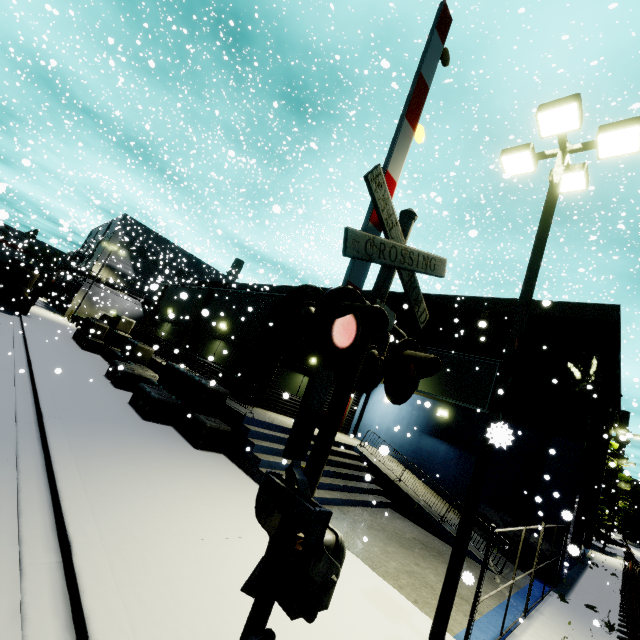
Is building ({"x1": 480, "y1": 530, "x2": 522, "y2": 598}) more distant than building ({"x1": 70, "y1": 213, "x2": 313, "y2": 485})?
No

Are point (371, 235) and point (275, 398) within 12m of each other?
no

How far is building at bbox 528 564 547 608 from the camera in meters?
9.1 m

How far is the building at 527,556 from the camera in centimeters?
1155cm

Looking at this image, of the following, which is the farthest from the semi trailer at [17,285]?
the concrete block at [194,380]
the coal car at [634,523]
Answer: the coal car at [634,523]

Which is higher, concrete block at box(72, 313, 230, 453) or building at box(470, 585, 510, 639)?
concrete block at box(72, 313, 230, 453)

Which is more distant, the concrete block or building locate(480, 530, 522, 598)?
the concrete block
